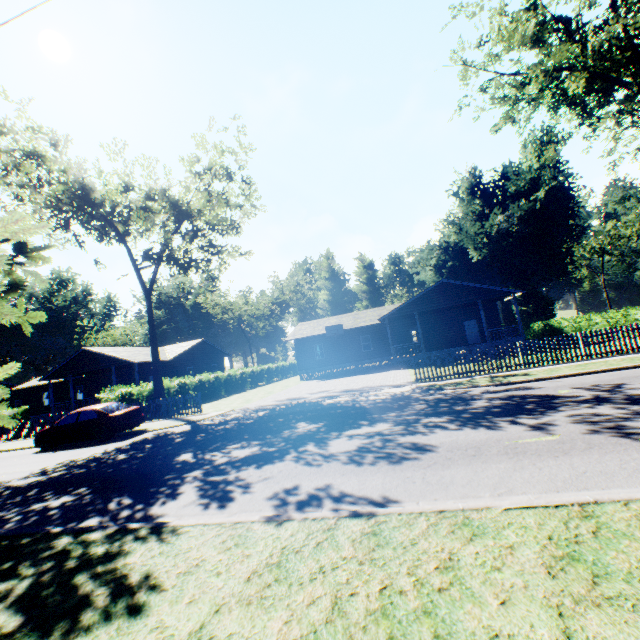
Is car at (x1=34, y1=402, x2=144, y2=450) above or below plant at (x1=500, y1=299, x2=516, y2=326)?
below

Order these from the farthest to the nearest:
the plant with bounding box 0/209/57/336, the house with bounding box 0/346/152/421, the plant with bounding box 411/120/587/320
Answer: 1. the plant with bounding box 411/120/587/320
2. the house with bounding box 0/346/152/421
3. the plant with bounding box 0/209/57/336

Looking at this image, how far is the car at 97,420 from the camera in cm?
1468

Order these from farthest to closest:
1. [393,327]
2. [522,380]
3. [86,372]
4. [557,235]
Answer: [557,235]
[393,327]
[86,372]
[522,380]

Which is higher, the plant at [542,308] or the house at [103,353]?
the plant at [542,308]

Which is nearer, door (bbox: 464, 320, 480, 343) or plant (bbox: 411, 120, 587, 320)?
door (bbox: 464, 320, 480, 343)

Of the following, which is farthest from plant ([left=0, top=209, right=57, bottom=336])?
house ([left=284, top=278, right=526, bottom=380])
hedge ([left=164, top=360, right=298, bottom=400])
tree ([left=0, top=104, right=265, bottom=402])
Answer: house ([left=284, top=278, right=526, bottom=380])

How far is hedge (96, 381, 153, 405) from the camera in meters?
20.2
